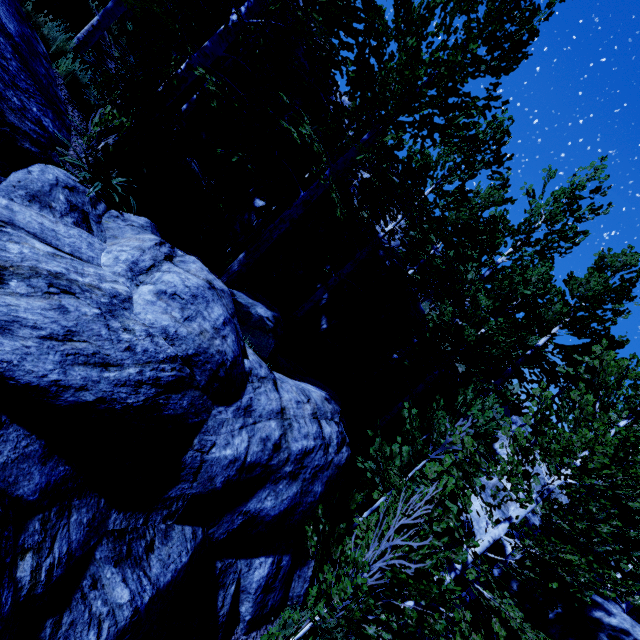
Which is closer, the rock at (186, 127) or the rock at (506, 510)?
the rock at (506, 510)

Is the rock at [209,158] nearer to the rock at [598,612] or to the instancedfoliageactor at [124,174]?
the instancedfoliageactor at [124,174]

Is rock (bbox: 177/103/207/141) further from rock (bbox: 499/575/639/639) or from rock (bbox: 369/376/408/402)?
rock (bbox: 499/575/639/639)

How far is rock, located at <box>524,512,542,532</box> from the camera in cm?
910

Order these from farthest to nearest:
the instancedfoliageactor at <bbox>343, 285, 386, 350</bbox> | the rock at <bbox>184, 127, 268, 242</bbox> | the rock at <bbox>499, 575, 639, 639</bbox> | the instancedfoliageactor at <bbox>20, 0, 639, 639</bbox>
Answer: the rock at <bbox>184, 127, 268, 242</bbox>
the instancedfoliageactor at <bbox>343, 285, 386, 350</bbox>
the rock at <bbox>499, 575, 639, 639</bbox>
the instancedfoliageactor at <bbox>20, 0, 639, 639</bbox>

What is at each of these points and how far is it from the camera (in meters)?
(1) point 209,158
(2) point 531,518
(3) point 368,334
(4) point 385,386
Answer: (1) rock, 11.44
(2) rock, 9.70
(3) instancedfoliageactor, 11.85
(4) rock, 13.13

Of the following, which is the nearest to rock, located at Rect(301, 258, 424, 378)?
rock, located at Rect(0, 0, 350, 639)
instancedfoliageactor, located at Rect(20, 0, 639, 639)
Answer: instancedfoliageactor, located at Rect(20, 0, 639, 639)

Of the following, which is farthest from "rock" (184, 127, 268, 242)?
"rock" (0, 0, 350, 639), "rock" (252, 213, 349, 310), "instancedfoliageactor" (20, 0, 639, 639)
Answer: "rock" (0, 0, 350, 639)
